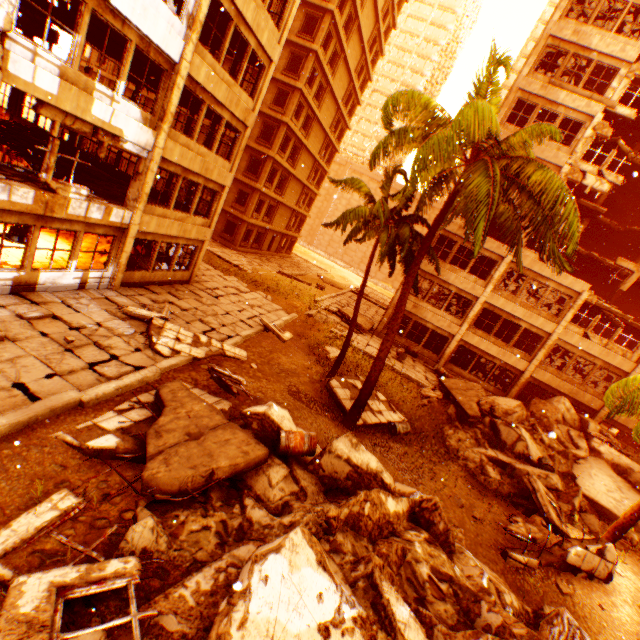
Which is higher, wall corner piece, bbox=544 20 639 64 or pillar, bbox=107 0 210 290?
wall corner piece, bbox=544 20 639 64

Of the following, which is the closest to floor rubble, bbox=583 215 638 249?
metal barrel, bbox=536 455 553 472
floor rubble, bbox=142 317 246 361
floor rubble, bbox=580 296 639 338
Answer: floor rubble, bbox=580 296 639 338

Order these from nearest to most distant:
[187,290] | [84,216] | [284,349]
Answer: [84,216], [284,349], [187,290]

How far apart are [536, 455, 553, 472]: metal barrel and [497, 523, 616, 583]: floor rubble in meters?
4.5 m

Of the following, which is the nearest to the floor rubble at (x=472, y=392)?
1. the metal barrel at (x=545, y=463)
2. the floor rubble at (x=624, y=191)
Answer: the metal barrel at (x=545, y=463)

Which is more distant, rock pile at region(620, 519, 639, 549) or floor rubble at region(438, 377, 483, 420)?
floor rubble at region(438, 377, 483, 420)

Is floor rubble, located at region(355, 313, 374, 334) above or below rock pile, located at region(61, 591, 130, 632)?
above

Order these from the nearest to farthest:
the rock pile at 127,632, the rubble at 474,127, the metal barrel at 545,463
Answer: the rock pile at 127,632, the rubble at 474,127, the metal barrel at 545,463
